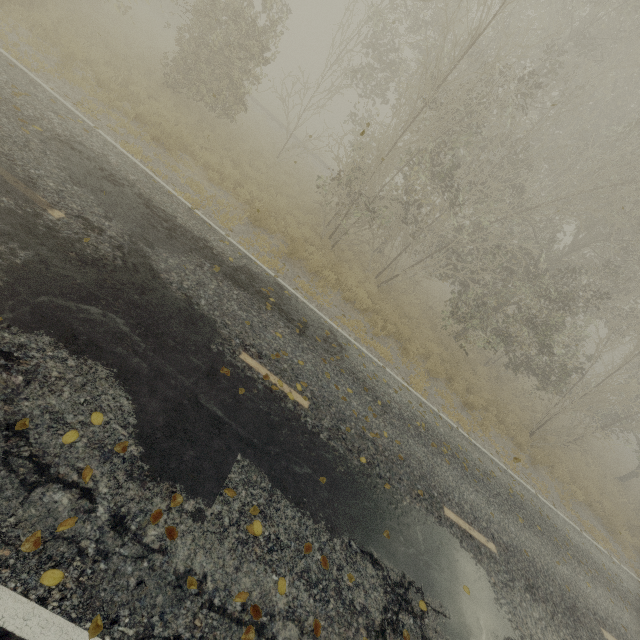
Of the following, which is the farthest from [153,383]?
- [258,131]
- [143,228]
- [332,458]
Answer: [258,131]
